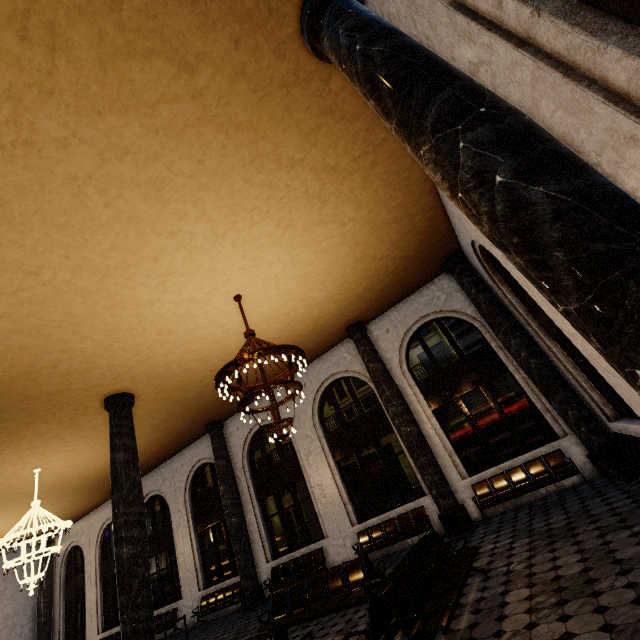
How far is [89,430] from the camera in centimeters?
1052cm
